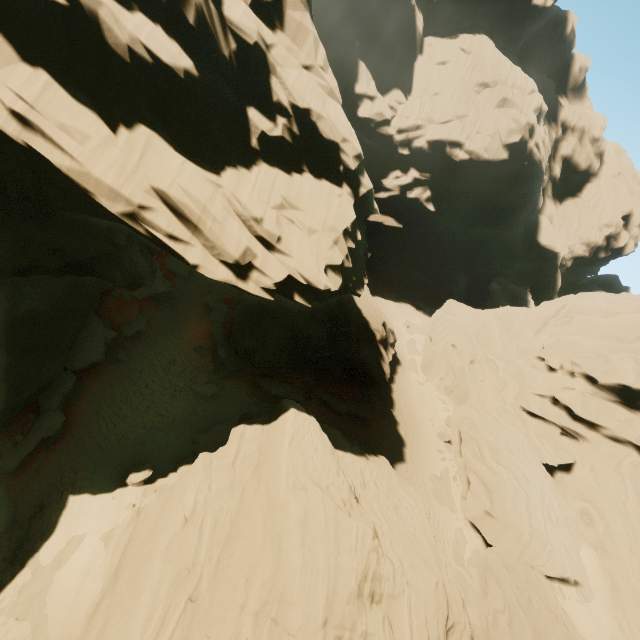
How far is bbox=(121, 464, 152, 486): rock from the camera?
16.2m

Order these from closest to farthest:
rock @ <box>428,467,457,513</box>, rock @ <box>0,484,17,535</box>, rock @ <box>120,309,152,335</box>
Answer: rock @ <box>0,484,17,535</box> < rock @ <box>120,309,152,335</box> < rock @ <box>428,467,457,513</box>

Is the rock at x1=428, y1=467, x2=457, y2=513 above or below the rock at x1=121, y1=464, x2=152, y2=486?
below

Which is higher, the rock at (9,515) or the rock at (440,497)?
the rock at (440,497)

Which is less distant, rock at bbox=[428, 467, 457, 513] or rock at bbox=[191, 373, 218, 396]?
rock at bbox=[191, 373, 218, 396]

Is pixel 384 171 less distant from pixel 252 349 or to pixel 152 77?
pixel 252 349
